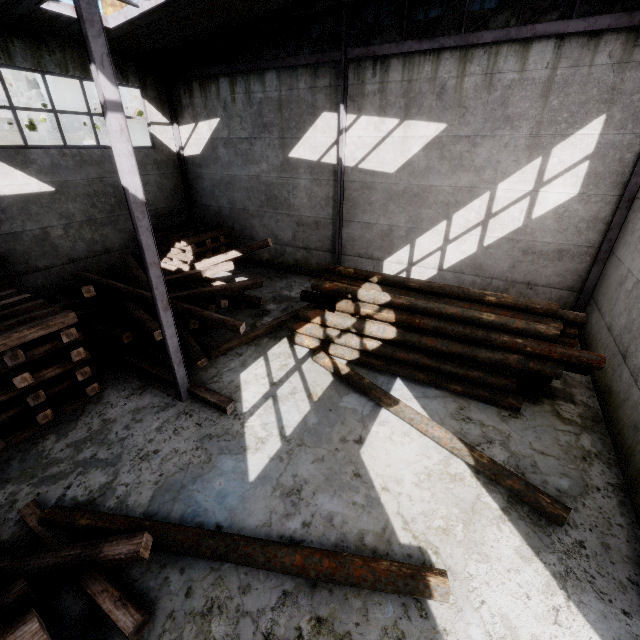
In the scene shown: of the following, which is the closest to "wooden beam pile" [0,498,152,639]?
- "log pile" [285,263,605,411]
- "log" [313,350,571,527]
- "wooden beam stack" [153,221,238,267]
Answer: "log" [313,350,571,527]

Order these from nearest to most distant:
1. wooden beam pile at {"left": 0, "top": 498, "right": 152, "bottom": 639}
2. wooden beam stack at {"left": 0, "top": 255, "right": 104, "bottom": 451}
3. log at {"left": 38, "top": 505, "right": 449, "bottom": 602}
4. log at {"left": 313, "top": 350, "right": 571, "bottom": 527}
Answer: wooden beam pile at {"left": 0, "top": 498, "right": 152, "bottom": 639}
log at {"left": 38, "top": 505, "right": 449, "bottom": 602}
log at {"left": 313, "top": 350, "right": 571, "bottom": 527}
wooden beam stack at {"left": 0, "top": 255, "right": 104, "bottom": 451}

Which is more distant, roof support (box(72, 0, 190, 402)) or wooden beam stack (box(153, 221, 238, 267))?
wooden beam stack (box(153, 221, 238, 267))

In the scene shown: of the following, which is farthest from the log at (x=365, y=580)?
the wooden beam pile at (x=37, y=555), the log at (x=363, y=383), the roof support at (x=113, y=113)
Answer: the roof support at (x=113, y=113)

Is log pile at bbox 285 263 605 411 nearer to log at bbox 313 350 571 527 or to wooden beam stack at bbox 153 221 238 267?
log at bbox 313 350 571 527

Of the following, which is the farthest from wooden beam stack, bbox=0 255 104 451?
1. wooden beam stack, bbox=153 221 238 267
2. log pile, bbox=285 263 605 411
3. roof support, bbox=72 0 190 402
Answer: Result: wooden beam stack, bbox=153 221 238 267

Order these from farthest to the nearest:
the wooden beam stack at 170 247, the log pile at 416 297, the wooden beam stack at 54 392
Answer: the wooden beam stack at 170 247, the log pile at 416 297, the wooden beam stack at 54 392

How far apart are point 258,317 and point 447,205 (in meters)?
6.99
